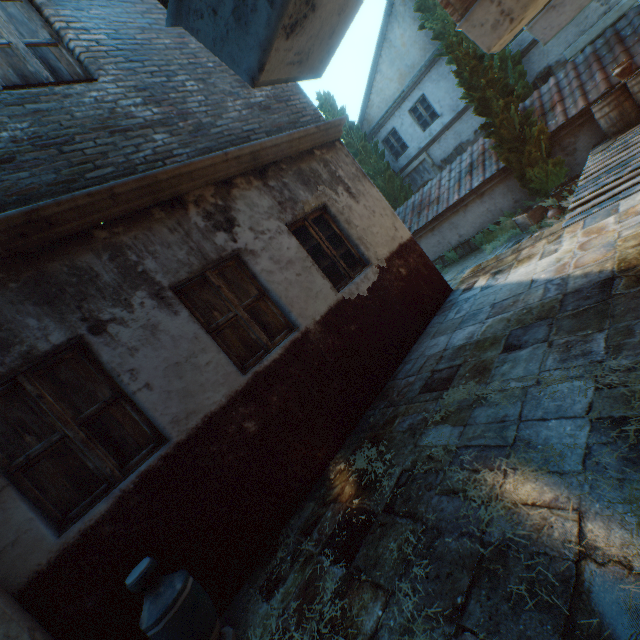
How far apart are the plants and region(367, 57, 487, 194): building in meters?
5.7

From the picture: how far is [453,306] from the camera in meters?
5.7 m

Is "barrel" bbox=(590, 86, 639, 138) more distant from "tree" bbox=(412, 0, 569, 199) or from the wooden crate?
the wooden crate

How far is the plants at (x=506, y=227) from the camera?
Result: 10.77m

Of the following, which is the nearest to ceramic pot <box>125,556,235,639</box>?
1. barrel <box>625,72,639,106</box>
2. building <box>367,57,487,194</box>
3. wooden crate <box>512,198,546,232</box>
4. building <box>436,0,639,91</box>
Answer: building <box>436,0,639,91</box>

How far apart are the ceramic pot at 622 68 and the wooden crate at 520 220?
2.87m

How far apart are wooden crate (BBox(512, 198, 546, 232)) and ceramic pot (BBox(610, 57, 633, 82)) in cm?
287

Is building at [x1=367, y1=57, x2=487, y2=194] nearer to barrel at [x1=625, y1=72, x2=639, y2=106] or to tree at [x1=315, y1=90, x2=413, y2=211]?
tree at [x1=315, y1=90, x2=413, y2=211]
